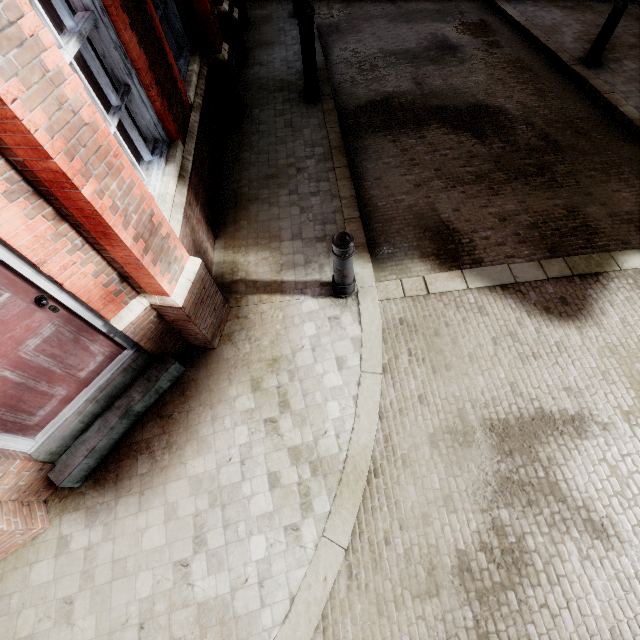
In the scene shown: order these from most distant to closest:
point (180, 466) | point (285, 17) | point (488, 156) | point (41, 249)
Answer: point (285, 17), point (488, 156), point (180, 466), point (41, 249)

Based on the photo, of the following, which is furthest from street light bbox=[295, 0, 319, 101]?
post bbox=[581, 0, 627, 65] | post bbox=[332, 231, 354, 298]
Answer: post bbox=[581, 0, 627, 65]

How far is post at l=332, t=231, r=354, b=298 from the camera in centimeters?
332cm

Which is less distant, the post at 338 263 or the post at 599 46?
the post at 338 263

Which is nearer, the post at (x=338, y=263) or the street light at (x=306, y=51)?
the post at (x=338, y=263)

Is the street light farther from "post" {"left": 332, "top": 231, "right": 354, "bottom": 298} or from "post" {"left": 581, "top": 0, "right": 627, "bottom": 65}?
"post" {"left": 581, "top": 0, "right": 627, "bottom": 65}

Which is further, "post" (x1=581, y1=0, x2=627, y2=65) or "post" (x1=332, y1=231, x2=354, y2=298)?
"post" (x1=581, y1=0, x2=627, y2=65)
